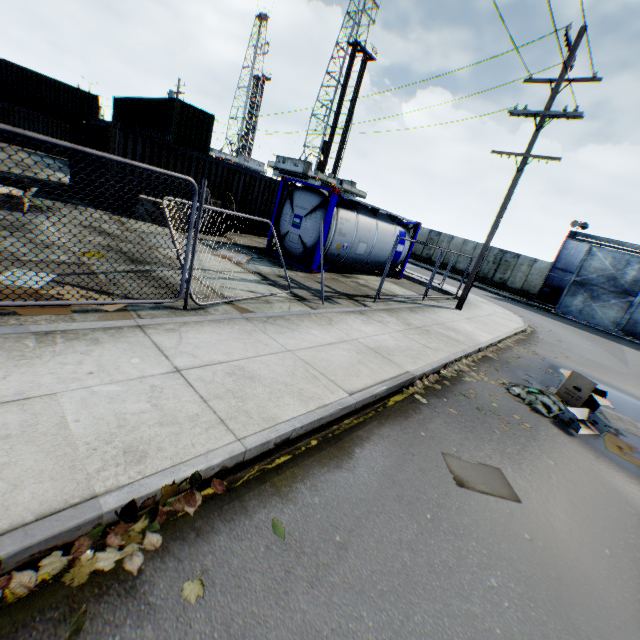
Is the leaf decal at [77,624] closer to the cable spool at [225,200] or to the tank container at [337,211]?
the tank container at [337,211]

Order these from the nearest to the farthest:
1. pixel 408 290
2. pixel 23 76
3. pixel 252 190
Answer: pixel 408 290 < pixel 252 190 < pixel 23 76

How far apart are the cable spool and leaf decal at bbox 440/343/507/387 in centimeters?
1027cm

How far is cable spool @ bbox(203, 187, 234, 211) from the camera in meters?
12.6

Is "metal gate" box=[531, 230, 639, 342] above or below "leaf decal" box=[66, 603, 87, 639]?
above

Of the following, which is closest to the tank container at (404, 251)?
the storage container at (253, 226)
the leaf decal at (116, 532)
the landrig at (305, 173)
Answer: the storage container at (253, 226)

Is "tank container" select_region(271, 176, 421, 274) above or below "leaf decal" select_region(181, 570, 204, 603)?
above

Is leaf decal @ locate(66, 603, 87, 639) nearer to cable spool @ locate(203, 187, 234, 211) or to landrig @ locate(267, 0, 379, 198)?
cable spool @ locate(203, 187, 234, 211)
